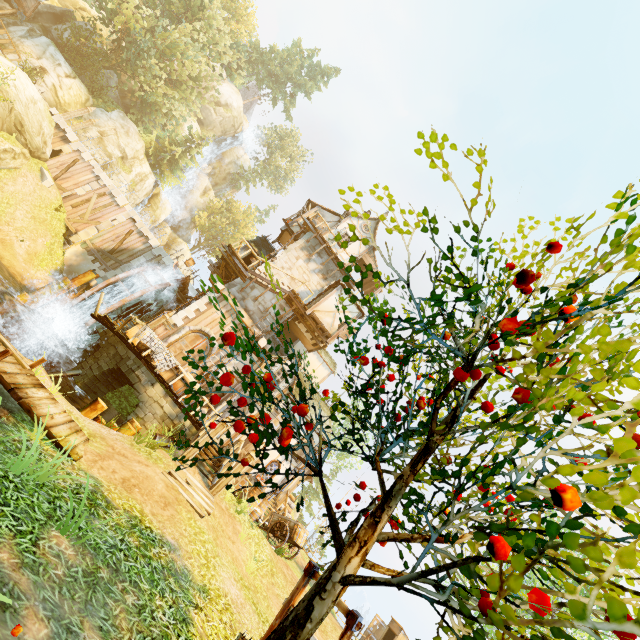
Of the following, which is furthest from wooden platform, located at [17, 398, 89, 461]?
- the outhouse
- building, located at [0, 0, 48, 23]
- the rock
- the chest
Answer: building, located at [0, 0, 48, 23]

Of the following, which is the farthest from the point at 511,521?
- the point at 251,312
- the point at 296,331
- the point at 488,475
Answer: the point at 296,331

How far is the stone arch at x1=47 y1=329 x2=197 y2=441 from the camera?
13.2 meters

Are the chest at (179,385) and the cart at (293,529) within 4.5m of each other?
no

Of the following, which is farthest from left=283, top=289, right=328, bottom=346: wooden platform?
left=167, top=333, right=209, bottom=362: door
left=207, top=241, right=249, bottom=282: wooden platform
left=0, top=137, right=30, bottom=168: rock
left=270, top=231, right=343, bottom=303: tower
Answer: left=0, top=137, right=30, bottom=168: rock

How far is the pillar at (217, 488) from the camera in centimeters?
1131cm

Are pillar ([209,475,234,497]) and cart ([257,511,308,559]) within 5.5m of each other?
yes

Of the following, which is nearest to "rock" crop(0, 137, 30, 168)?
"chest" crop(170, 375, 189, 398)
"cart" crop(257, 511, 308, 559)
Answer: "chest" crop(170, 375, 189, 398)
